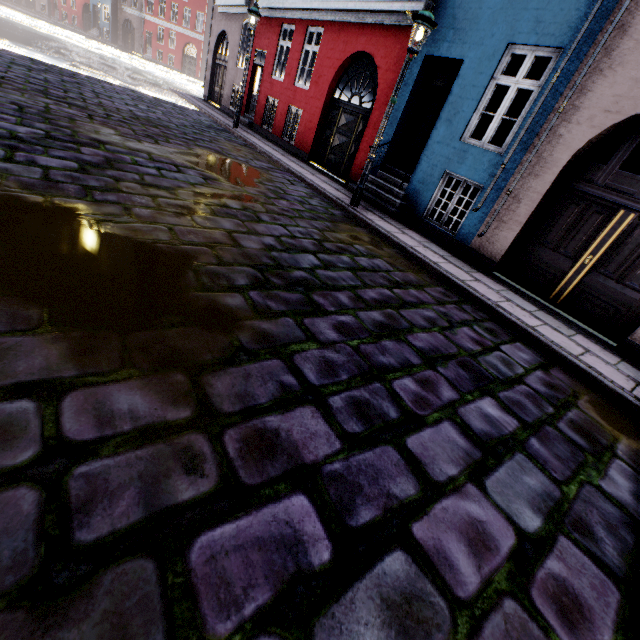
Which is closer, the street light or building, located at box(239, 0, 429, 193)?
the street light

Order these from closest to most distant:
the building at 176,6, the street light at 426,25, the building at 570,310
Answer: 1. the building at 570,310
2. the street light at 426,25
3. the building at 176,6

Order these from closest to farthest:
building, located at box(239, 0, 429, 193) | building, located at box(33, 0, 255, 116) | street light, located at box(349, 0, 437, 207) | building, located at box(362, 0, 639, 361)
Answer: building, located at box(362, 0, 639, 361) → street light, located at box(349, 0, 437, 207) → building, located at box(239, 0, 429, 193) → building, located at box(33, 0, 255, 116)

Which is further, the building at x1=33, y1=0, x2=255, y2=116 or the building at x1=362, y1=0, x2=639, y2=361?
the building at x1=33, y1=0, x2=255, y2=116

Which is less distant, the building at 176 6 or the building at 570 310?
the building at 570 310

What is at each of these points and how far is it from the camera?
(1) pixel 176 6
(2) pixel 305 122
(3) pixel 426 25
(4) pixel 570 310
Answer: (1) building, 43.38m
(2) building, 11.67m
(3) street light, 5.92m
(4) building, 6.06m
